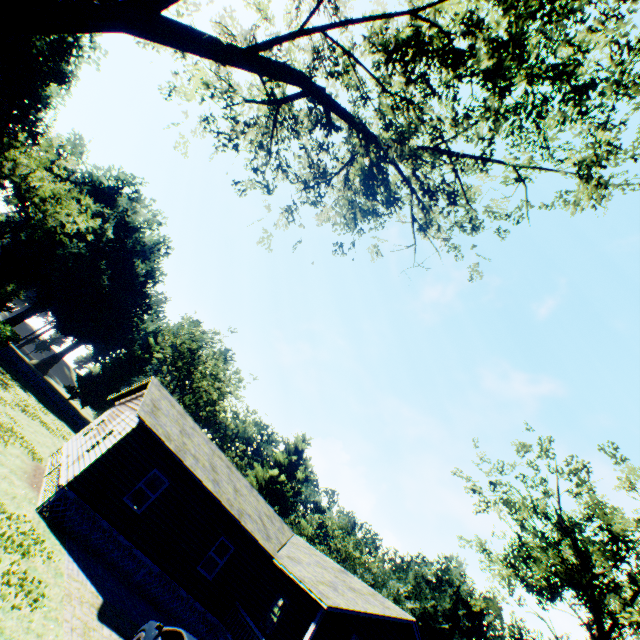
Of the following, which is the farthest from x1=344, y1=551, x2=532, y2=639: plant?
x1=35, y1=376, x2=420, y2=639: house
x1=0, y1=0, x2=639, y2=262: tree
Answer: x1=35, y1=376, x2=420, y2=639: house

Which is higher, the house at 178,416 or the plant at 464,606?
the plant at 464,606

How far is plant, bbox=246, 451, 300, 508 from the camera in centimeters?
5559cm

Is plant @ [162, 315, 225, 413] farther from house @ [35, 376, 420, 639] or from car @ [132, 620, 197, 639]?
house @ [35, 376, 420, 639]

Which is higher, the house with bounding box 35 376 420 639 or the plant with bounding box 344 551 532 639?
the plant with bounding box 344 551 532 639

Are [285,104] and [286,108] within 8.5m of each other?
yes

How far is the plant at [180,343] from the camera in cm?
5019

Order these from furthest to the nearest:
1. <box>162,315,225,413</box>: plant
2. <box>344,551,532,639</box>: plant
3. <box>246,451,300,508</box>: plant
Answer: <box>246,451,300,508</box>: plant < <box>162,315,225,413</box>: plant < <box>344,551,532,639</box>: plant
